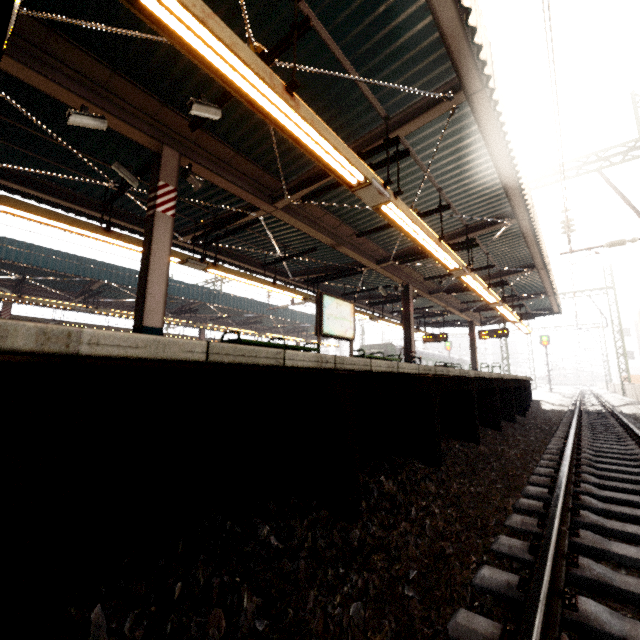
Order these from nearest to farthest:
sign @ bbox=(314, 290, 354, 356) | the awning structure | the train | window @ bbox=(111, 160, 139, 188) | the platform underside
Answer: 1. the platform underside
2. the awning structure
3. window @ bbox=(111, 160, 139, 188)
4. sign @ bbox=(314, 290, 354, 356)
5. the train

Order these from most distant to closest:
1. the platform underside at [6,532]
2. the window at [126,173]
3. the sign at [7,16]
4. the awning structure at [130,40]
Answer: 1. the window at [126,173]
2. the awning structure at [130,40]
3. the sign at [7,16]
4. the platform underside at [6,532]

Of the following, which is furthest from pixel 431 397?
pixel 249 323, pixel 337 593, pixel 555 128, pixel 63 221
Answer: pixel 249 323

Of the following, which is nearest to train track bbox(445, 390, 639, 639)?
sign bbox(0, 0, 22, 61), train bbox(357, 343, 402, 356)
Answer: sign bbox(0, 0, 22, 61)

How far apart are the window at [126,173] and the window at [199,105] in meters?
2.3

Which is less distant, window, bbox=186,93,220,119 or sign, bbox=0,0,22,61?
sign, bbox=0,0,22,61

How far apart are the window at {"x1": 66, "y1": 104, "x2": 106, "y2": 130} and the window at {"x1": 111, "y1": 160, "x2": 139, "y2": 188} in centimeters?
110cm

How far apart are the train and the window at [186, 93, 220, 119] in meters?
25.7 m
